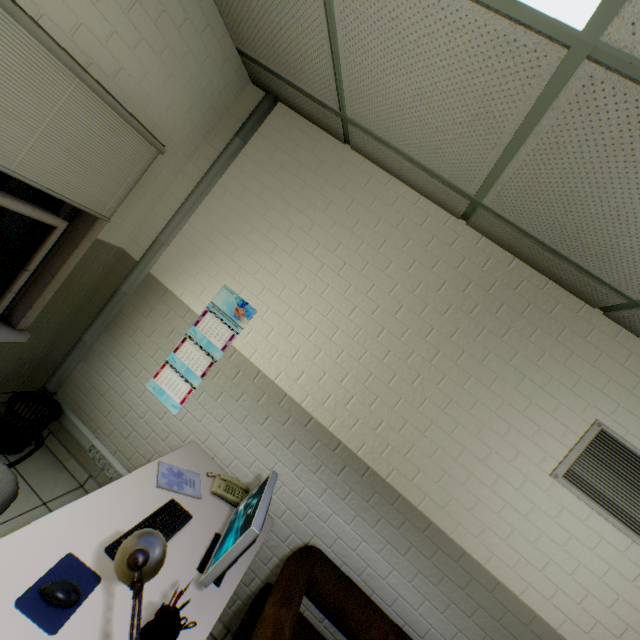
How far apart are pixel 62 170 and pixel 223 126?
1.2m

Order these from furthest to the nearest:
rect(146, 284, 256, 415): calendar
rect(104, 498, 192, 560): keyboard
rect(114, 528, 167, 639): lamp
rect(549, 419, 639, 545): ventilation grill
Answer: rect(146, 284, 256, 415): calendar
rect(549, 419, 639, 545): ventilation grill
rect(104, 498, 192, 560): keyboard
rect(114, 528, 167, 639): lamp

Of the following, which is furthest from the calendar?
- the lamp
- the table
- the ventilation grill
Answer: the ventilation grill

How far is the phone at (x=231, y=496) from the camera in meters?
2.0 m

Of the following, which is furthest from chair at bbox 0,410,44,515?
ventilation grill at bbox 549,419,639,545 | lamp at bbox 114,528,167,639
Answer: ventilation grill at bbox 549,419,639,545

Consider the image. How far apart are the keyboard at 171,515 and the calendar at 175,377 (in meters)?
0.77

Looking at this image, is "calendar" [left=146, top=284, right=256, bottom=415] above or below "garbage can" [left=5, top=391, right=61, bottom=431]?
above

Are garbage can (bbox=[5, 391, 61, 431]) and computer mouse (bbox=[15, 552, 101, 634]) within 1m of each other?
no
